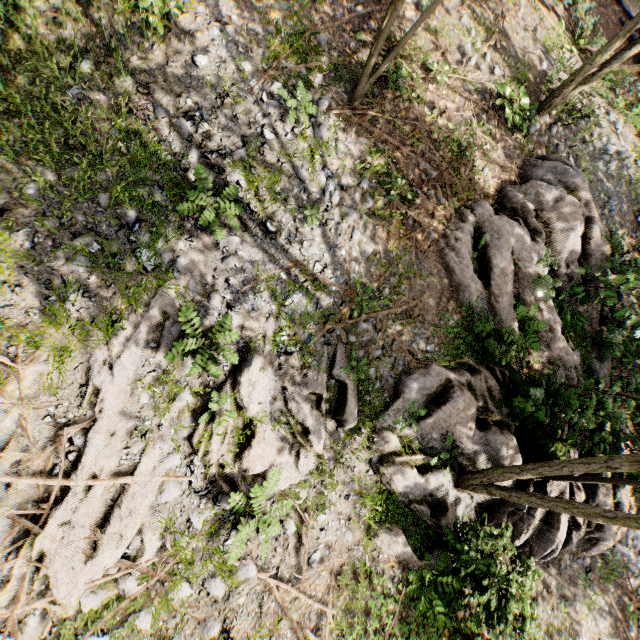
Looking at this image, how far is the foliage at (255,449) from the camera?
6.2m

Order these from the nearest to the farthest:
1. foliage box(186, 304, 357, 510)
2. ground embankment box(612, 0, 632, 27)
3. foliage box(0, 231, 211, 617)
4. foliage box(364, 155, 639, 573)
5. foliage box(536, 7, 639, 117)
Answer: foliage box(0, 231, 211, 617) → foliage box(186, 304, 357, 510) → foliage box(364, 155, 639, 573) → foliage box(536, 7, 639, 117) → ground embankment box(612, 0, 632, 27)

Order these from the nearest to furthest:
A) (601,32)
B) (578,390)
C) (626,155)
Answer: (578,390)
(626,155)
(601,32)

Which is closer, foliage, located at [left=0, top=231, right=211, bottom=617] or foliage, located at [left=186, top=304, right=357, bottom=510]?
foliage, located at [left=0, top=231, right=211, bottom=617]

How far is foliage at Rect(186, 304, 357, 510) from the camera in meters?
6.2 m

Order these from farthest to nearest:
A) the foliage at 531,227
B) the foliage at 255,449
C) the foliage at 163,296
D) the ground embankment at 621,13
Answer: the ground embankment at 621,13 → the foliage at 531,227 → the foliage at 255,449 → the foliage at 163,296

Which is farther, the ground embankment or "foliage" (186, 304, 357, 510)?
the ground embankment
